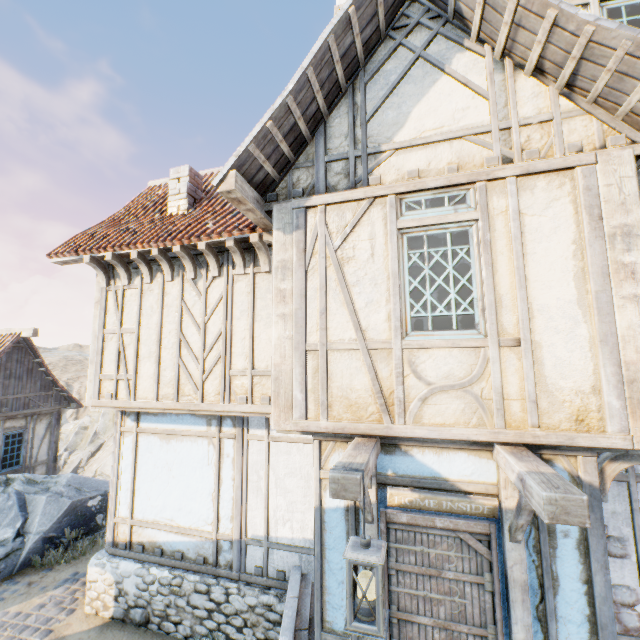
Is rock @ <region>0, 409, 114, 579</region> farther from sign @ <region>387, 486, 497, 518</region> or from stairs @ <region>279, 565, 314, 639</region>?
sign @ <region>387, 486, 497, 518</region>

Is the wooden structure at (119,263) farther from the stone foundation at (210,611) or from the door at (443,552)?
the door at (443,552)

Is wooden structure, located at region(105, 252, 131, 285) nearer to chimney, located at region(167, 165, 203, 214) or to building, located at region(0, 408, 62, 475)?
chimney, located at region(167, 165, 203, 214)

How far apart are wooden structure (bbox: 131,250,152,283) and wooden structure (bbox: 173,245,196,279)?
0.9 meters

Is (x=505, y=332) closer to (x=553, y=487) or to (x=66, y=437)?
(x=553, y=487)

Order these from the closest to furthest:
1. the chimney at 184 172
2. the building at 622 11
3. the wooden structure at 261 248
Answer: the building at 622 11
the wooden structure at 261 248
the chimney at 184 172

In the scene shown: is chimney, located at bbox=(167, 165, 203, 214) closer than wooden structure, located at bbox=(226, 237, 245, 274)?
No

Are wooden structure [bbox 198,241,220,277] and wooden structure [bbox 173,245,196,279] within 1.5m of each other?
yes
